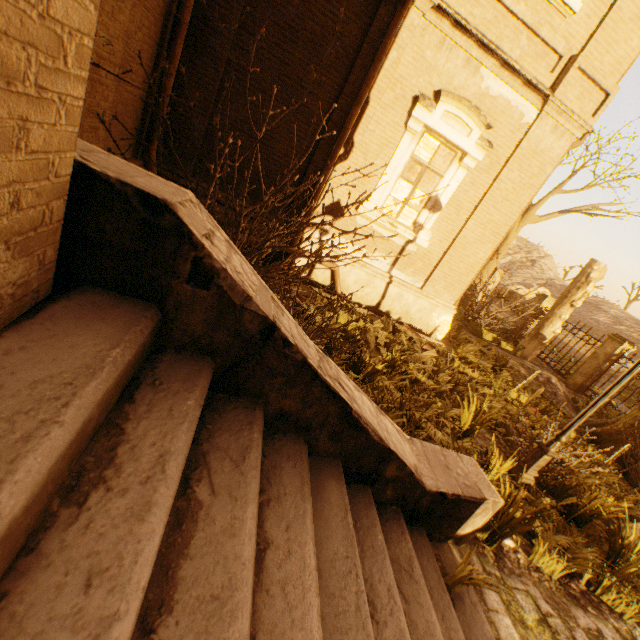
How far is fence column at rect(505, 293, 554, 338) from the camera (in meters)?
15.43

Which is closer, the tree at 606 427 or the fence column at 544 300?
the tree at 606 427

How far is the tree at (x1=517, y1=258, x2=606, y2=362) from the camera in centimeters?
1188cm

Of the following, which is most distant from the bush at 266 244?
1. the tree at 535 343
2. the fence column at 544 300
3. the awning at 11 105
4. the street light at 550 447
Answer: the tree at 535 343

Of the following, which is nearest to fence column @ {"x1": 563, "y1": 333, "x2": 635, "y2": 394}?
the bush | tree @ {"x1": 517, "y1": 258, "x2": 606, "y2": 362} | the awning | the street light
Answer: the street light

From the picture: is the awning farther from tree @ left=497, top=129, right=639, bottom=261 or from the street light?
tree @ left=497, top=129, right=639, bottom=261

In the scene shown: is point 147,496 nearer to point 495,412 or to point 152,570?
point 152,570

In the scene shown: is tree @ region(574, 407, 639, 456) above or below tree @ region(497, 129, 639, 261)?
below
